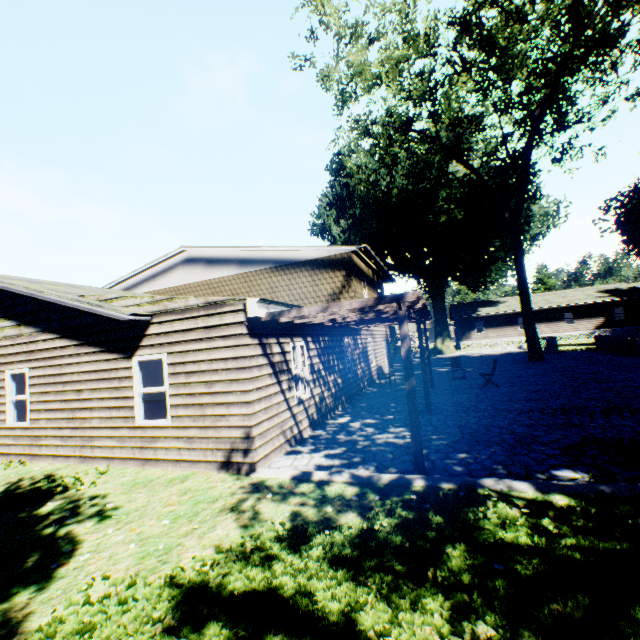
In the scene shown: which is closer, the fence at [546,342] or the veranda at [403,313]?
the veranda at [403,313]

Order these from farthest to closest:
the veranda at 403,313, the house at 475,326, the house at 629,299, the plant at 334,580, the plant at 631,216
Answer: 1. the plant at 631,216
2. the house at 475,326
3. the house at 629,299
4. the veranda at 403,313
5. the plant at 334,580

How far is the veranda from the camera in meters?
5.6 m

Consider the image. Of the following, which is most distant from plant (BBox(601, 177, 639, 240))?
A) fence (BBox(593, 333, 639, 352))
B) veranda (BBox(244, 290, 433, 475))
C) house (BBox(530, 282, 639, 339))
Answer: veranda (BBox(244, 290, 433, 475))

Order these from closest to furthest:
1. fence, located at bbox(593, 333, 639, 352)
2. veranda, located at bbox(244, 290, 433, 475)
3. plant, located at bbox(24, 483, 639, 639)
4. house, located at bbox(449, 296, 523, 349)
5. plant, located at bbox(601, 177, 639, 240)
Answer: plant, located at bbox(24, 483, 639, 639) < veranda, located at bbox(244, 290, 433, 475) < fence, located at bbox(593, 333, 639, 352) < house, located at bbox(449, 296, 523, 349) < plant, located at bbox(601, 177, 639, 240)

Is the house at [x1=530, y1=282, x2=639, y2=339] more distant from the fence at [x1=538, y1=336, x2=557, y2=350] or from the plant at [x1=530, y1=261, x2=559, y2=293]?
the plant at [x1=530, y1=261, x2=559, y2=293]

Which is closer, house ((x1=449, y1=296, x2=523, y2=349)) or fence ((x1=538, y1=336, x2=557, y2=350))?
fence ((x1=538, y1=336, x2=557, y2=350))

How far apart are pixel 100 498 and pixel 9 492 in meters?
2.5 m
